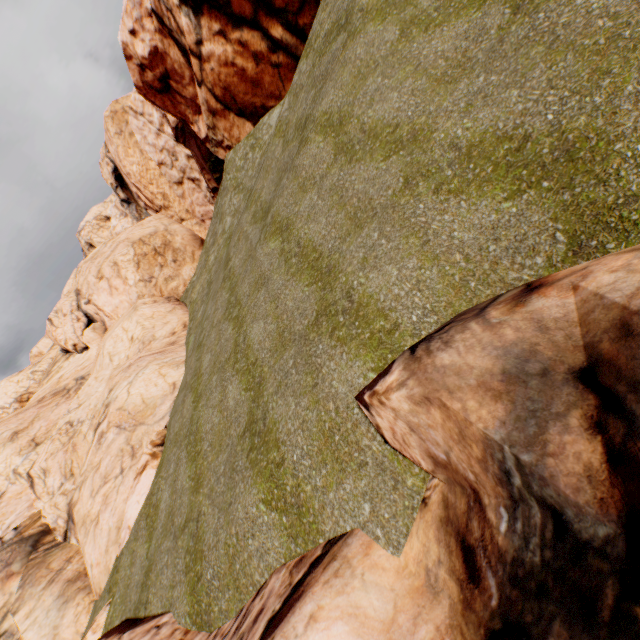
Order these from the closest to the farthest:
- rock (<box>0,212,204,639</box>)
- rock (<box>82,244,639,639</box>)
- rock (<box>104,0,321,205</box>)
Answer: rock (<box>82,244,639,639</box>)
rock (<box>0,212,204,639</box>)
rock (<box>104,0,321,205</box>)

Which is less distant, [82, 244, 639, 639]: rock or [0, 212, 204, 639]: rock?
[82, 244, 639, 639]: rock

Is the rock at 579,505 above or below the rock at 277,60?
below

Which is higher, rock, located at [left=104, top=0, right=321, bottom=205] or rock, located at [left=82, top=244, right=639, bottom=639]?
rock, located at [left=104, top=0, right=321, bottom=205]

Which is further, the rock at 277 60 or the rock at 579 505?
the rock at 277 60

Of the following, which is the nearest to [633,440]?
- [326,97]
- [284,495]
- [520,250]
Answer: [520,250]
